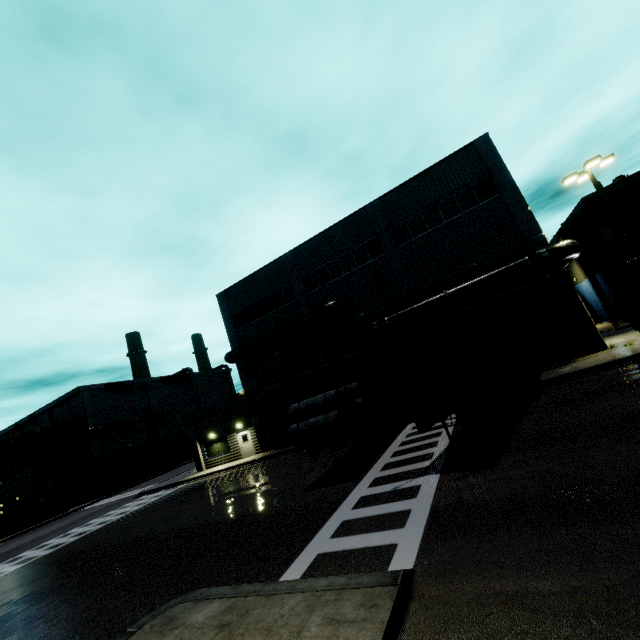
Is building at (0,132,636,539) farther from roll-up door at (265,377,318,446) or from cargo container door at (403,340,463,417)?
cargo container door at (403,340,463,417)

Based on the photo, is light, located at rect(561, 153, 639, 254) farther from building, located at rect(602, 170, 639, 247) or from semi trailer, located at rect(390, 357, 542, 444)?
building, located at rect(602, 170, 639, 247)

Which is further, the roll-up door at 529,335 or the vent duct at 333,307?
the vent duct at 333,307

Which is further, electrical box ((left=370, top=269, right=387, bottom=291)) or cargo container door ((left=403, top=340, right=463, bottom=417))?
electrical box ((left=370, top=269, right=387, bottom=291))

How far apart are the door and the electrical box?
16.29m

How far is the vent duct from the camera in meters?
24.2 m

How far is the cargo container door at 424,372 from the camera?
8.6m

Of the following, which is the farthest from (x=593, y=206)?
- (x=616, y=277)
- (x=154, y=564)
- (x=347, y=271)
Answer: (x=154, y=564)
